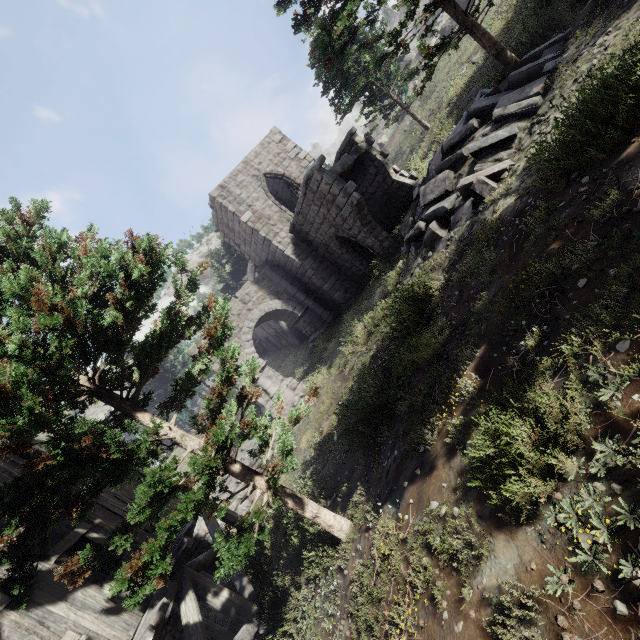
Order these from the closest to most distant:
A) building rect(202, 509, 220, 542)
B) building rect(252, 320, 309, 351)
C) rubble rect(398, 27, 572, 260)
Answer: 1. rubble rect(398, 27, 572, 260)
2. building rect(202, 509, 220, 542)
3. building rect(252, 320, 309, 351)

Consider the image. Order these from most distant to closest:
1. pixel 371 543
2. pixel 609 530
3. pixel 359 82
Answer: pixel 359 82 → pixel 371 543 → pixel 609 530

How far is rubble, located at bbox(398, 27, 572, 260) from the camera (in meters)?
7.76

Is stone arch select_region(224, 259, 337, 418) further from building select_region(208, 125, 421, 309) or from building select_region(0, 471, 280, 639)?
building select_region(0, 471, 280, 639)

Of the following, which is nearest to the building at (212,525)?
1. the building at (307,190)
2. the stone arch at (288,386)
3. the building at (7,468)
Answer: the building at (7,468)

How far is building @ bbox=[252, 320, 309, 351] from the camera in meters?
27.8

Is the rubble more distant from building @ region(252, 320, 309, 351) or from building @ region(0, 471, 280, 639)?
building @ region(252, 320, 309, 351)

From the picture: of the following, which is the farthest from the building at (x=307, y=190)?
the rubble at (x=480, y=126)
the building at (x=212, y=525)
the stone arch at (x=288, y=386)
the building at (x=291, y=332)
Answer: the building at (x=212, y=525)
